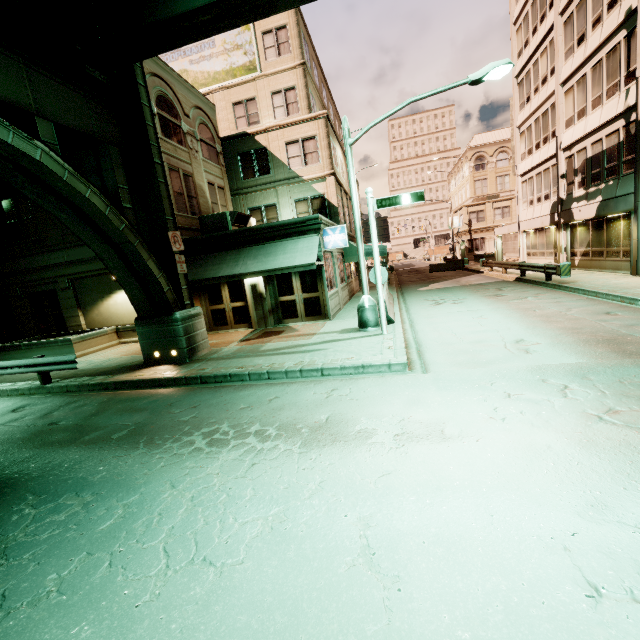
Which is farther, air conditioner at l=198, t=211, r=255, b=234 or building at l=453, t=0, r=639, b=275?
air conditioner at l=198, t=211, r=255, b=234

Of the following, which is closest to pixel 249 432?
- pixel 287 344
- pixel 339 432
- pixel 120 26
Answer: pixel 339 432

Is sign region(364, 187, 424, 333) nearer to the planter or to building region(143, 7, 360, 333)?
building region(143, 7, 360, 333)

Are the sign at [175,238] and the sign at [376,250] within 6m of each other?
no

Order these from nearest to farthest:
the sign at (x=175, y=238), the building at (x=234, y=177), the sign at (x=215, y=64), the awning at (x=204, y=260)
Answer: the sign at (x=175, y=238) → the awning at (x=204, y=260) → the building at (x=234, y=177) → the sign at (x=215, y=64)

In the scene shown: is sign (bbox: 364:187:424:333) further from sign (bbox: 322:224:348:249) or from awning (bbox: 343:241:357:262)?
awning (bbox: 343:241:357:262)

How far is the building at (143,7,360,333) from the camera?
15.35m

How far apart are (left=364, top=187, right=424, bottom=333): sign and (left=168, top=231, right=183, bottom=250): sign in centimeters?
658cm
